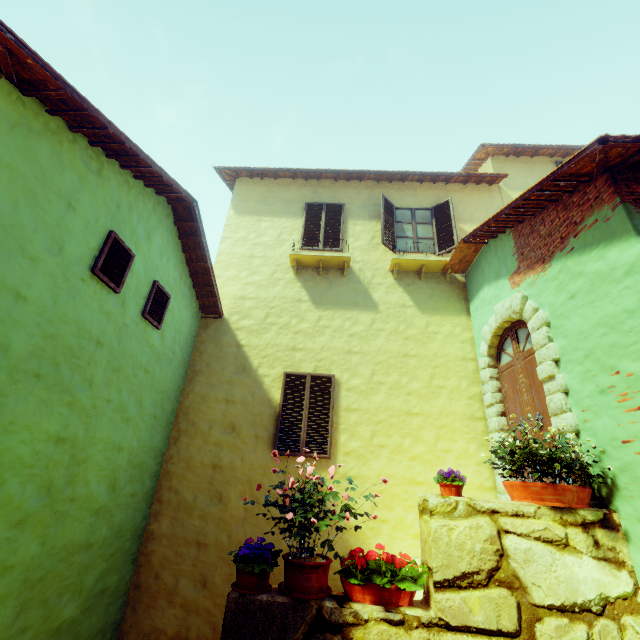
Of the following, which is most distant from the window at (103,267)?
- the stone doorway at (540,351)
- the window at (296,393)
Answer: the window at (296,393)

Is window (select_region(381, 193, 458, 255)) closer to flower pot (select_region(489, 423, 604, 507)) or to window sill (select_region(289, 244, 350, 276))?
window sill (select_region(289, 244, 350, 276))

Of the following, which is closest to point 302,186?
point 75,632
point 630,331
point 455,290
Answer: point 455,290

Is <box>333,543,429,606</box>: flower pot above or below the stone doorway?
below

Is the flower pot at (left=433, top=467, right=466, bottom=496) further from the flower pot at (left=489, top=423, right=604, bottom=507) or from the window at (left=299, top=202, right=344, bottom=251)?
the window at (left=299, top=202, right=344, bottom=251)

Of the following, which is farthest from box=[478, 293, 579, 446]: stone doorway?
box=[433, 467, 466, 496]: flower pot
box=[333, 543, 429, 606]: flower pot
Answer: box=[333, 543, 429, 606]: flower pot

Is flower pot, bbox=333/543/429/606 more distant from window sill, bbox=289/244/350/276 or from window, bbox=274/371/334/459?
window sill, bbox=289/244/350/276

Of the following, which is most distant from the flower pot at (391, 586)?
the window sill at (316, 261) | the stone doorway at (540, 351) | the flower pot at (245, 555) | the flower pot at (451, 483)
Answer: the window sill at (316, 261)
